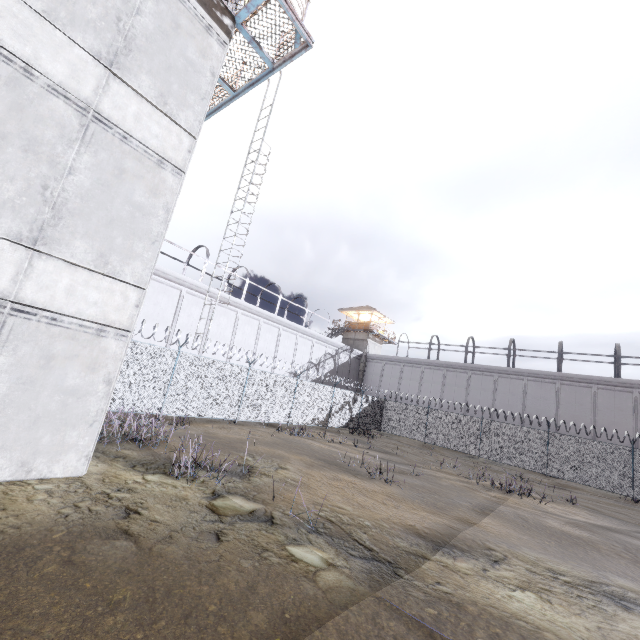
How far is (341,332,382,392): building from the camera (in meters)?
40.84

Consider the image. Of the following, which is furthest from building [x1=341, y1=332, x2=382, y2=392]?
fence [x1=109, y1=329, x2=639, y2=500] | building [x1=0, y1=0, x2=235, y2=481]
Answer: building [x1=0, y1=0, x2=235, y2=481]

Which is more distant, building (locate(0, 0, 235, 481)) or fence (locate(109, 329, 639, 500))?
fence (locate(109, 329, 639, 500))

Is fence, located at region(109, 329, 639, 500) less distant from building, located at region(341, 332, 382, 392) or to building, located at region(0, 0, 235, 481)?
building, located at region(0, 0, 235, 481)

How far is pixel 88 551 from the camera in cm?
406

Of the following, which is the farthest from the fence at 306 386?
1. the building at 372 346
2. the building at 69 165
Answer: the building at 372 346

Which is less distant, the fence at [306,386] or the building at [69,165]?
the building at [69,165]
